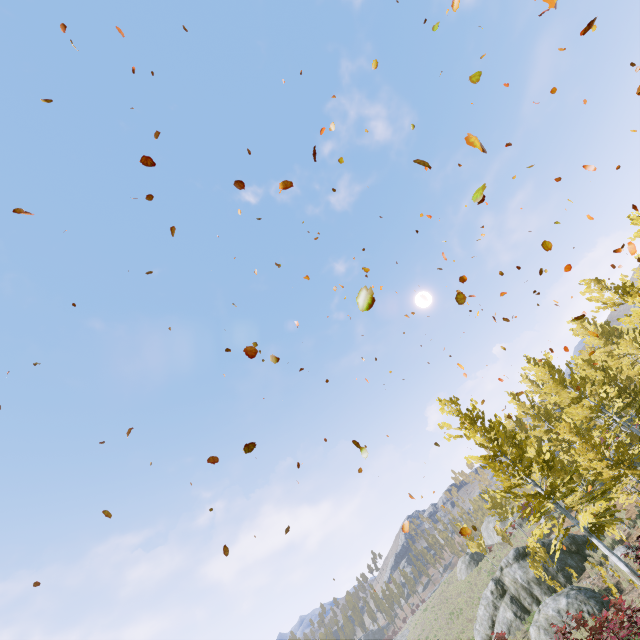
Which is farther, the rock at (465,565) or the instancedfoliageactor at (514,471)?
the rock at (465,565)

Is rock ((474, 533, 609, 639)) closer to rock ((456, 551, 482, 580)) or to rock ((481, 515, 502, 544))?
rock ((456, 551, 482, 580))

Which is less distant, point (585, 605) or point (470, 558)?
point (585, 605)

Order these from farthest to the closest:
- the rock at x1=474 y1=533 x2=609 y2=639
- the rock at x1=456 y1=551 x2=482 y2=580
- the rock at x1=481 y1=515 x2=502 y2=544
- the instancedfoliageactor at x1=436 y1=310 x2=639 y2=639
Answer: the rock at x1=481 y1=515 x2=502 y2=544, the rock at x1=456 y1=551 x2=482 y2=580, the rock at x1=474 y1=533 x2=609 y2=639, the instancedfoliageactor at x1=436 y1=310 x2=639 y2=639

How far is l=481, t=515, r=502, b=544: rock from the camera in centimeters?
3902cm

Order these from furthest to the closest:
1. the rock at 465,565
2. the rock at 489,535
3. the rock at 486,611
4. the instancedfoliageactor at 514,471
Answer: the rock at 489,535 < the rock at 465,565 < the rock at 486,611 < the instancedfoliageactor at 514,471

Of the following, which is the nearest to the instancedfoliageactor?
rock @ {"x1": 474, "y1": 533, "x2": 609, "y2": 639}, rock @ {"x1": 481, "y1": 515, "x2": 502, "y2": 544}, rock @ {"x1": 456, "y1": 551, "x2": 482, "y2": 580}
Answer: rock @ {"x1": 474, "y1": 533, "x2": 609, "y2": 639}

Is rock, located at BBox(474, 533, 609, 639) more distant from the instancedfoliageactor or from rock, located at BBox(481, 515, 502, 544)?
rock, located at BBox(481, 515, 502, 544)
